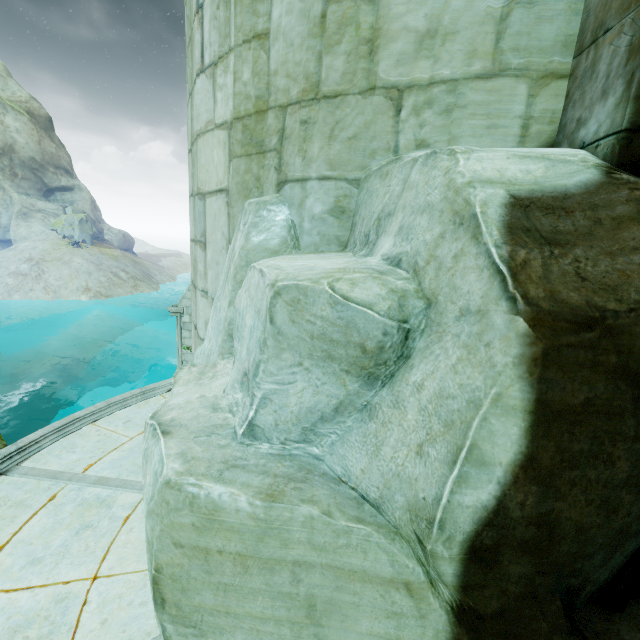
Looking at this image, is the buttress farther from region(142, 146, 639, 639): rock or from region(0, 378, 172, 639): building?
region(142, 146, 639, 639): rock

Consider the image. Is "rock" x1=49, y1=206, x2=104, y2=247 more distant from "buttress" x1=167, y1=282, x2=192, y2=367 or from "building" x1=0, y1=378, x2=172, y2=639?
"building" x1=0, y1=378, x2=172, y2=639

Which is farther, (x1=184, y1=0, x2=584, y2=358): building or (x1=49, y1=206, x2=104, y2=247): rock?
(x1=49, y1=206, x2=104, y2=247): rock

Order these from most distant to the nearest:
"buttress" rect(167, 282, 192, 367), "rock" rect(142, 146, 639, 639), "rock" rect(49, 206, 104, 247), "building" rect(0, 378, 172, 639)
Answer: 1. "rock" rect(49, 206, 104, 247)
2. "buttress" rect(167, 282, 192, 367)
3. "building" rect(0, 378, 172, 639)
4. "rock" rect(142, 146, 639, 639)

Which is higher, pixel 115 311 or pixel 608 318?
pixel 608 318

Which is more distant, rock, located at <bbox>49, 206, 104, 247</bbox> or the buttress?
rock, located at <bbox>49, 206, 104, 247</bbox>

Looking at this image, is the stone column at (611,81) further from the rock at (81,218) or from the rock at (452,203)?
the rock at (81,218)

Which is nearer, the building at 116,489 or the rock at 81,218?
the building at 116,489
